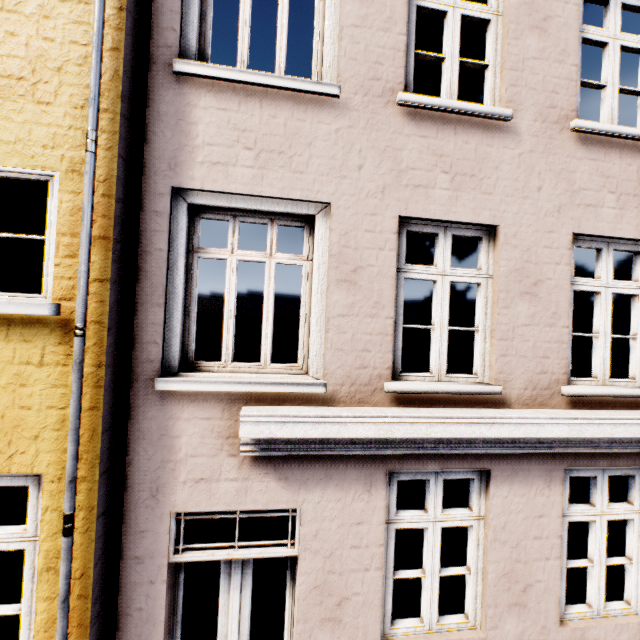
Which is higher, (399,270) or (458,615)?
(399,270)
